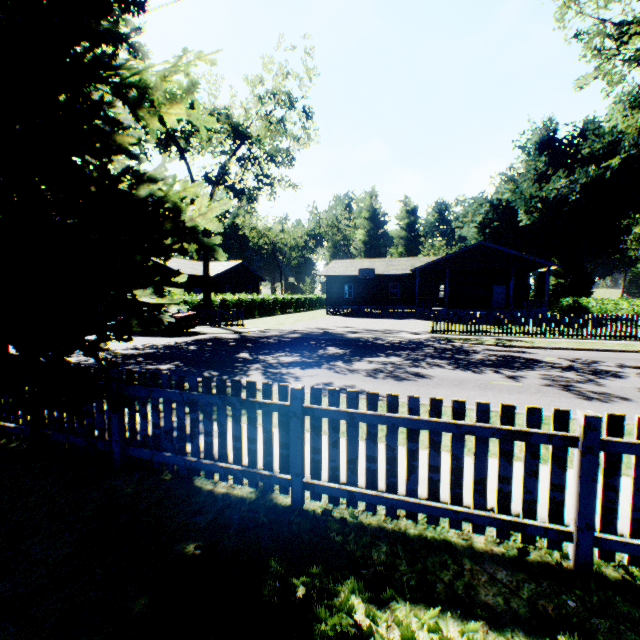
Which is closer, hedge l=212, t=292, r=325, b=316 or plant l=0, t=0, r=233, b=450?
plant l=0, t=0, r=233, b=450

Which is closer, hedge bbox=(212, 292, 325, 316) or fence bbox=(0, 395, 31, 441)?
fence bbox=(0, 395, 31, 441)

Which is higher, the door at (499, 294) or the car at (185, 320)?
the door at (499, 294)

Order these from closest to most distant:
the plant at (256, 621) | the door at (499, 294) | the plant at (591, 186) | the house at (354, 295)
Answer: the plant at (256, 621)
the house at (354, 295)
the door at (499, 294)
the plant at (591, 186)

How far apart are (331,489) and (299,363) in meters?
7.3 m

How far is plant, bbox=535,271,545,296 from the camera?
43.19m

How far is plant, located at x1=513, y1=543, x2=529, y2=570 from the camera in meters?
2.6 m

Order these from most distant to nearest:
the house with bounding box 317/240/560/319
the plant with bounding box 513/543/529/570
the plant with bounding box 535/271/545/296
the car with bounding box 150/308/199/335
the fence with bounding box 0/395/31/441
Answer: the plant with bounding box 535/271/545/296
the house with bounding box 317/240/560/319
the car with bounding box 150/308/199/335
the fence with bounding box 0/395/31/441
the plant with bounding box 513/543/529/570
